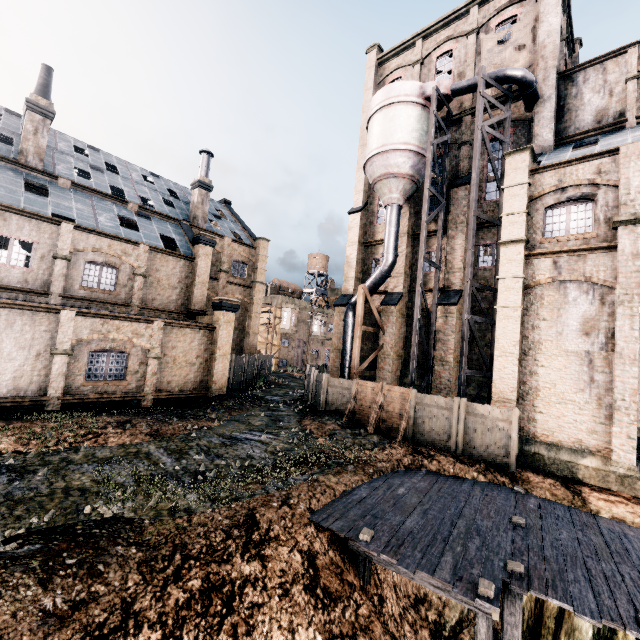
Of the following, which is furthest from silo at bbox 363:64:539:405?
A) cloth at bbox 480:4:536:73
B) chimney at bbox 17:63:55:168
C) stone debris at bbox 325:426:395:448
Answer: chimney at bbox 17:63:55:168

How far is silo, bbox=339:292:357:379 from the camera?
24.6 meters

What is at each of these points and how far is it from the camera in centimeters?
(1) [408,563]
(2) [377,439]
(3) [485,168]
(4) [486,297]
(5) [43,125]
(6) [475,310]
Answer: (1) wooden scaffolding, 779cm
(2) stone debris, 1692cm
(3) building, 2294cm
(4) building, 2184cm
(5) chimney, 2284cm
(6) building, 2219cm

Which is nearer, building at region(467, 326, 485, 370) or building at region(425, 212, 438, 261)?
building at region(467, 326, 485, 370)

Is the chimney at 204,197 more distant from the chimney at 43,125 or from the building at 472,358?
the chimney at 43,125

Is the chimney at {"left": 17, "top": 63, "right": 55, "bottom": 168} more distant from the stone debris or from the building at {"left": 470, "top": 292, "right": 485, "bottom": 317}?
the stone debris

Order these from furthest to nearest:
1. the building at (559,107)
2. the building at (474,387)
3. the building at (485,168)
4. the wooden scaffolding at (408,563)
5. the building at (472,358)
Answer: the building at (485,168) < the building at (472,358) < the building at (474,387) < the building at (559,107) < the wooden scaffolding at (408,563)

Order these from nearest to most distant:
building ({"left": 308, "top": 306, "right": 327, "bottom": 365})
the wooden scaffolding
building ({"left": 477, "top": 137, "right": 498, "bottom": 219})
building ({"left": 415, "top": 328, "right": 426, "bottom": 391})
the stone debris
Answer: the wooden scaffolding
the stone debris
building ({"left": 477, "top": 137, "right": 498, "bottom": 219})
building ({"left": 415, "top": 328, "right": 426, "bottom": 391})
building ({"left": 308, "top": 306, "right": 327, "bottom": 365})
